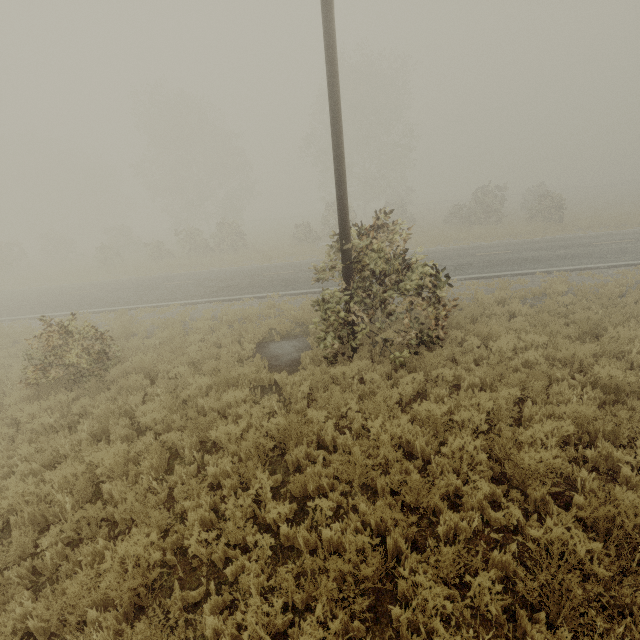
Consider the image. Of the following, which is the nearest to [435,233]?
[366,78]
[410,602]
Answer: [366,78]

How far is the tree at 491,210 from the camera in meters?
26.7

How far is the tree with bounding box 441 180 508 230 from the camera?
26.73m

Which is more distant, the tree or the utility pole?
the tree

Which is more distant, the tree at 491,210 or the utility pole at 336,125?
the tree at 491,210

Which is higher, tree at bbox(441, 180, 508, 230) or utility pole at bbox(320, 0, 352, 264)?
utility pole at bbox(320, 0, 352, 264)
